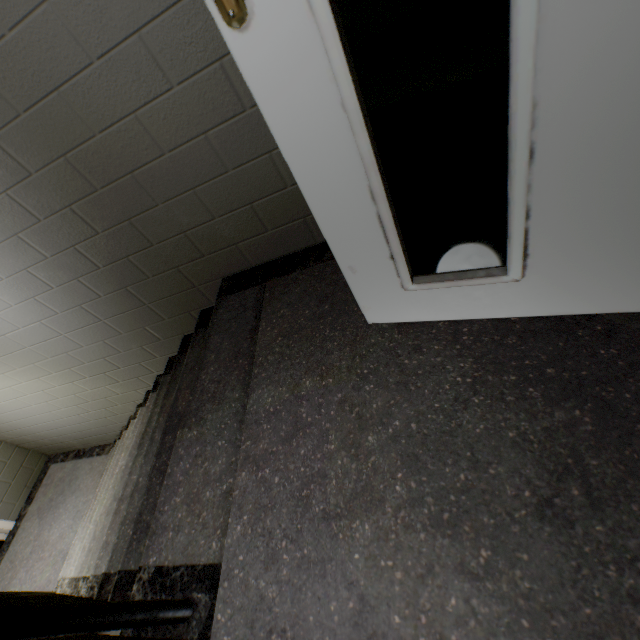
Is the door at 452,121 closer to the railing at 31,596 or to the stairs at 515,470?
the stairs at 515,470

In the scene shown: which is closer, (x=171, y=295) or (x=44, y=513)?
(x=171, y=295)

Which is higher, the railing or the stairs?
the railing

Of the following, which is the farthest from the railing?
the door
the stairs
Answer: the door

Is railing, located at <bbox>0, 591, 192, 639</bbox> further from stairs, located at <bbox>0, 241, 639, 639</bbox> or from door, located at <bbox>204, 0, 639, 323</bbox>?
door, located at <bbox>204, 0, 639, 323</bbox>
